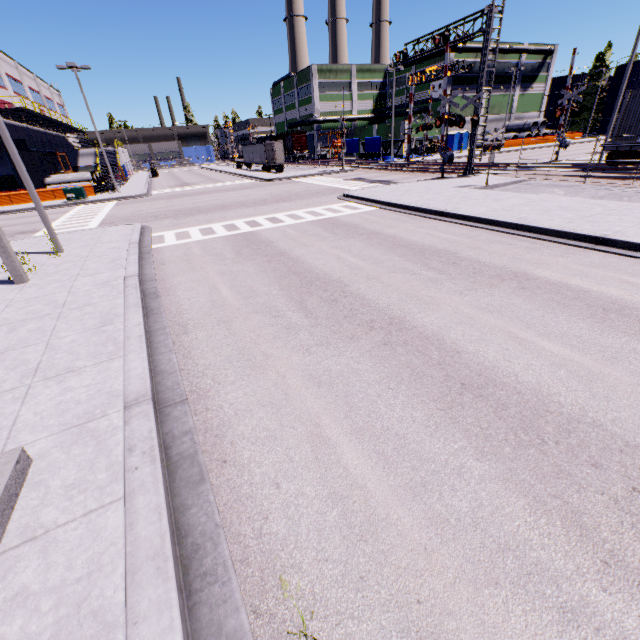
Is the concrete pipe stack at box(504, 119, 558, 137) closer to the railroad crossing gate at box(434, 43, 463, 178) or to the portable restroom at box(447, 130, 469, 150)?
the portable restroom at box(447, 130, 469, 150)

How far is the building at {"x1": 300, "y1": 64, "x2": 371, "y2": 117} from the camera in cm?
5712

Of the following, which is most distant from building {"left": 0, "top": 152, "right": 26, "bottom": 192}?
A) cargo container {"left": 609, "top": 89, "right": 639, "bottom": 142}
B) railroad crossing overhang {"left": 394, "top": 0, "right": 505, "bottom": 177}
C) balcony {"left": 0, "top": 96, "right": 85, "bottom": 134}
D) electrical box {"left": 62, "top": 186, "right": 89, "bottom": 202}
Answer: railroad crossing overhang {"left": 394, "top": 0, "right": 505, "bottom": 177}

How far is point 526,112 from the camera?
59.81m

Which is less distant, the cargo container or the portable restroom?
the cargo container

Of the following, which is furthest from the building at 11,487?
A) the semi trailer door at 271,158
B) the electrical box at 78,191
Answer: the semi trailer door at 271,158

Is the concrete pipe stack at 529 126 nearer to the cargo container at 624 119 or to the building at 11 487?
the building at 11 487

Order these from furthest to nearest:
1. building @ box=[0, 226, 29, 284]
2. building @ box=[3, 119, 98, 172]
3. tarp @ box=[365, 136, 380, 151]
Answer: tarp @ box=[365, 136, 380, 151] → building @ box=[3, 119, 98, 172] → building @ box=[0, 226, 29, 284]
